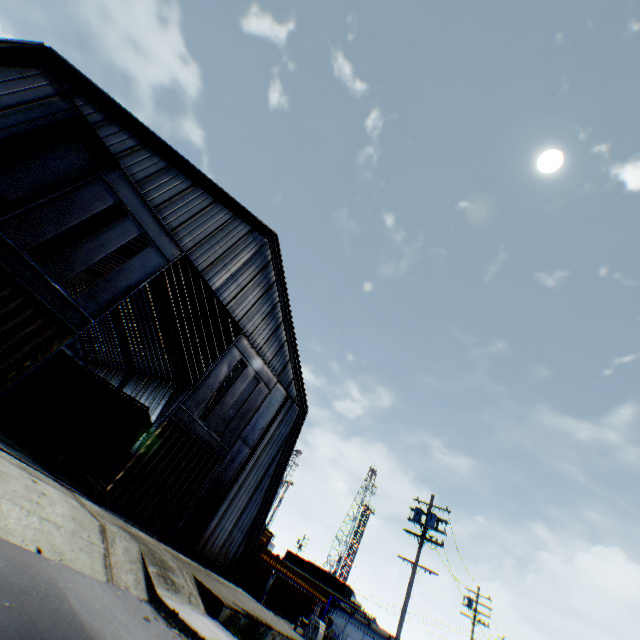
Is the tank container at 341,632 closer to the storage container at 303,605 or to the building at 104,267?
the storage container at 303,605

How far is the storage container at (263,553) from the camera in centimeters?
2299cm

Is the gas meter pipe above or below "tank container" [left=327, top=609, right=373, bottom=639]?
below

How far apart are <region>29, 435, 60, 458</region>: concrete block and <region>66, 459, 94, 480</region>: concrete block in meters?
1.2

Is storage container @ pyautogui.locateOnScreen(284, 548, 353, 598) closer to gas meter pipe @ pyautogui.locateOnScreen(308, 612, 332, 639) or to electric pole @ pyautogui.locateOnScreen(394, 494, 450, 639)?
gas meter pipe @ pyautogui.locateOnScreen(308, 612, 332, 639)

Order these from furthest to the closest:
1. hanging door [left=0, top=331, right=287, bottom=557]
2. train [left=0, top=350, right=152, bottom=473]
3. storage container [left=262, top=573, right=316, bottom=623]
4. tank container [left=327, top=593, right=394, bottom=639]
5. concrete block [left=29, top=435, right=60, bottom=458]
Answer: storage container [left=262, top=573, right=316, bottom=623] < tank container [left=327, top=593, right=394, bottom=639] < train [left=0, top=350, right=152, bottom=473] < concrete block [left=29, top=435, right=60, bottom=458] < hanging door [left=0, top=331, right=287, bottom=557]

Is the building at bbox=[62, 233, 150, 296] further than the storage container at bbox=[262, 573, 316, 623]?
Yes

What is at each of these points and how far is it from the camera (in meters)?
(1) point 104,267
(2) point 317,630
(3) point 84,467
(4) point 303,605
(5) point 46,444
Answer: (1) building, 37.28
(2) gas meter pipe, 20.34
(3) concrete block, 17.27
(4) storage container, 26.36
(5) concrete block, 15.88
